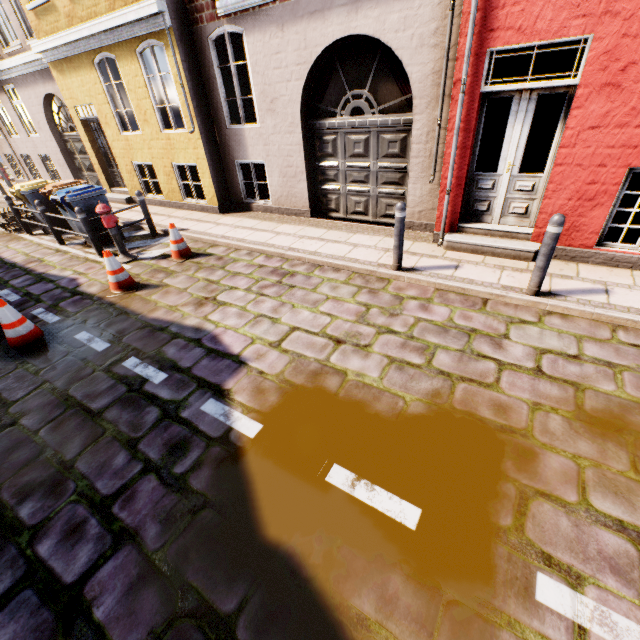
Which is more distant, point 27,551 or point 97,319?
point 97,319

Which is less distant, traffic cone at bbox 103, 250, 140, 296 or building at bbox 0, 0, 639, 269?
building at bbox 0, 0, 639, 269

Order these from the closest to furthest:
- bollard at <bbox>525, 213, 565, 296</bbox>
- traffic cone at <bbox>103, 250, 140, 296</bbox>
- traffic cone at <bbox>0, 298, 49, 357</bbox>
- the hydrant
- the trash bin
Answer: bollard at <bbox>525, 213, 565, 296</bbox> → traffic cone at <bbox>0, 298, 49, 357</bbox> → traffic cone at <bbox>103, 250, 140, 296</bbox> → the hydrant → the trash bin

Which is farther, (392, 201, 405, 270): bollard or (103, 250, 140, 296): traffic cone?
(103, 250, 140, 296): traffic cone

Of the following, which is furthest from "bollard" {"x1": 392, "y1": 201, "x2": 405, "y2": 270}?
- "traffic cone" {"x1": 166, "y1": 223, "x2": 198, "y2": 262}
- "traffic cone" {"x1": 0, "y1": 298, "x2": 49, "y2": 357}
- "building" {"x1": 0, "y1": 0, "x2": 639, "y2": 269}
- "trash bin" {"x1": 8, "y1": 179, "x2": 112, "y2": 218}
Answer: "trash bin" {"x1": 8, "y1": 179, "x2": 112, "y2": 218}

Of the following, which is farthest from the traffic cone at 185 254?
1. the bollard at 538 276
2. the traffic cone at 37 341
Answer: the bollard at 538 276

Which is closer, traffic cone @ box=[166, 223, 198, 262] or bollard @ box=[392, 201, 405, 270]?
bollard @ box=[392, 201, 405, 270]

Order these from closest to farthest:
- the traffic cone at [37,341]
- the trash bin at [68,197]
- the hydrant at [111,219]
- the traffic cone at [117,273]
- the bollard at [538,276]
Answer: the bollard at [538,276]
the traffic cone at [37,341]
the traffic cone at [117,273]
the hydrant at [111,219]
the trash bin at [68,197]
